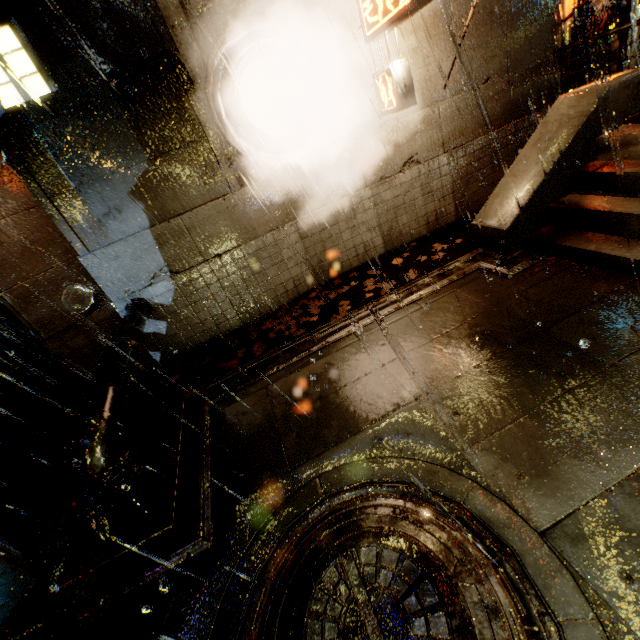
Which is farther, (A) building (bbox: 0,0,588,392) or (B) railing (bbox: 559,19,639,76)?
(B) railing (bbox: 559,19,639,76)

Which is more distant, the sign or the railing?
Result: the railing

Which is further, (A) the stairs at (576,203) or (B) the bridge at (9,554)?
(A) the stairs at (576,203)

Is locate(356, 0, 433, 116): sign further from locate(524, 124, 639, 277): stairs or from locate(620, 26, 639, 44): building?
locate(524, 124, 639, 277): stairs

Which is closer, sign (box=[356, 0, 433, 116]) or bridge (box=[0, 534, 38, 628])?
bridge (box=[0, 534, 38, 628])

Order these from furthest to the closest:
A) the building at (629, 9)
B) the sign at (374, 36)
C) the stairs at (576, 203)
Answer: the building at (629, 9), the sign at (374, 36), the stairs at (576, 203)

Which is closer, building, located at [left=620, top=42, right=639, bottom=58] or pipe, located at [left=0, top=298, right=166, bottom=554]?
pipe, located at [left=0, top=298, right=166, bottom=554]

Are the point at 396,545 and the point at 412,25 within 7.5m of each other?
no
